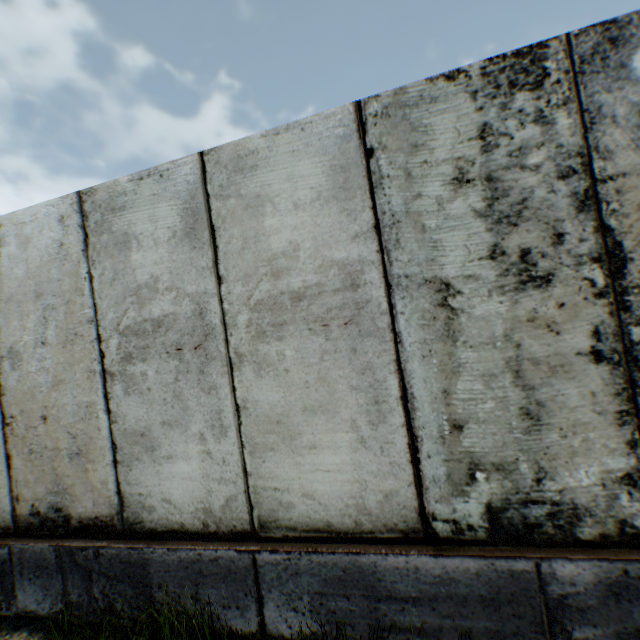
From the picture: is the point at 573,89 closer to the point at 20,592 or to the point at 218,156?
the point at 218,156
